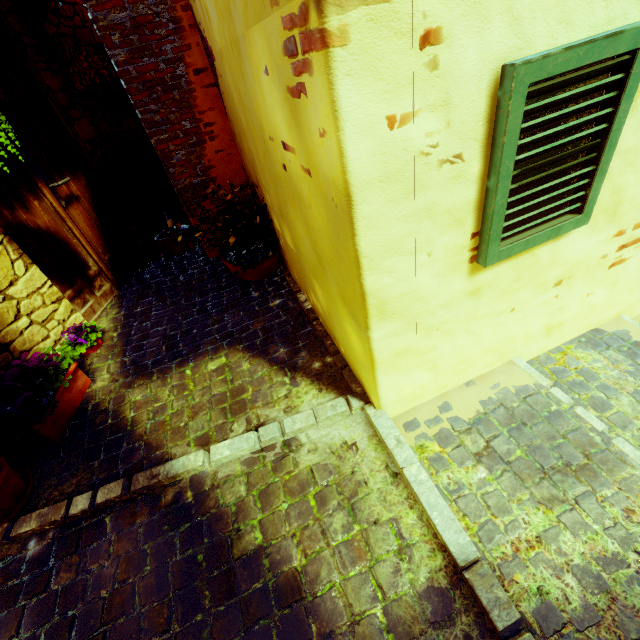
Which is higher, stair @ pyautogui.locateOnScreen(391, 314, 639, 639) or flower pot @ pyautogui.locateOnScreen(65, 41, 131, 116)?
flower pot @ pyautogui.locateOnScreen(65, 41, 131, 116)

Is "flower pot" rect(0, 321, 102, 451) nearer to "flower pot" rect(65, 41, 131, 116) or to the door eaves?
the door eaves

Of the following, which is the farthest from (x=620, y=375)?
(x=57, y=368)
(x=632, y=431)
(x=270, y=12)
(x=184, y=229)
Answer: (x=184, y=229)

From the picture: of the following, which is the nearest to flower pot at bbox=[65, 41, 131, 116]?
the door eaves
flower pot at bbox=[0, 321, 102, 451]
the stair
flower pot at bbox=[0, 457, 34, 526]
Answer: the door eaves

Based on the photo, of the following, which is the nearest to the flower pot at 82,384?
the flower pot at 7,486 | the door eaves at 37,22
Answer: the flower pot at 7,486

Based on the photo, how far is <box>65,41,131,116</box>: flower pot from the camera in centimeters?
289cm

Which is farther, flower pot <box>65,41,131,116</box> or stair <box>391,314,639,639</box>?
flower pot <box>65,41,131,116</box>

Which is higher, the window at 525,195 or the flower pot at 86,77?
the flower pot at 86,77
